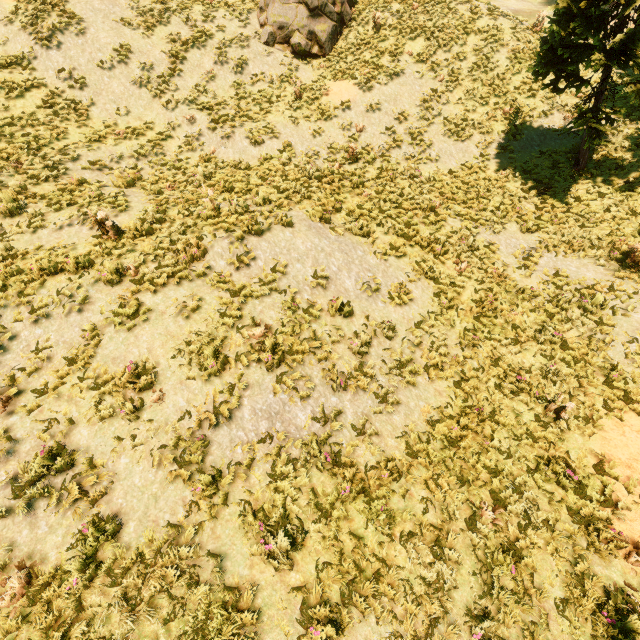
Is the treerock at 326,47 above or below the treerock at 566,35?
above

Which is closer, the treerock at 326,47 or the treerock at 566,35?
the treerock at 566,35

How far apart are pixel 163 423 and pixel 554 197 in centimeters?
1544cm

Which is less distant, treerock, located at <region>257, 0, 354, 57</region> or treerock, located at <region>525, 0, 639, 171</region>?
treerock, located at <region>525, 0, 639, 171</region>

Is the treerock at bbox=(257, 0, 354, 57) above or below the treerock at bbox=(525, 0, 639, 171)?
above
